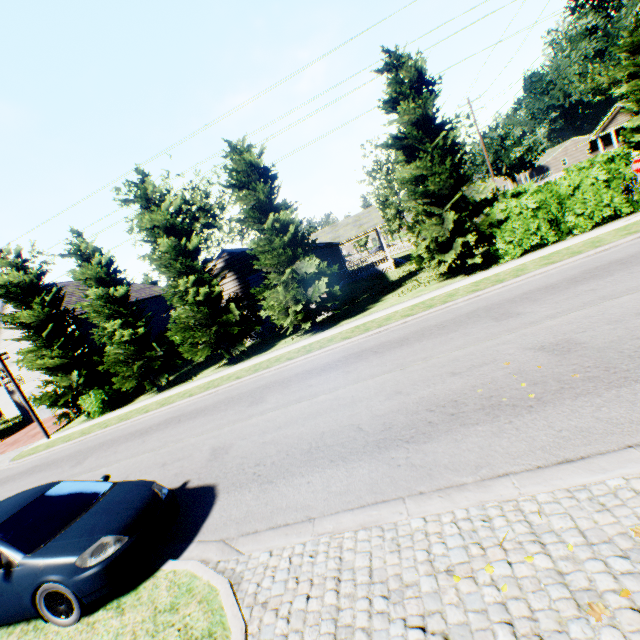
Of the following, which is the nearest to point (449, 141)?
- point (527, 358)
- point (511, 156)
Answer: point (527, 358)

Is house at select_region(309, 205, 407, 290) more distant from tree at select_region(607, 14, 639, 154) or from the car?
tree at select_region(607, 14, 639, 154)

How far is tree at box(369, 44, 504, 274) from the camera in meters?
14.1 m

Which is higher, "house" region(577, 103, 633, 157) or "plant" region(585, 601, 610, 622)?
"house" region(577, 103, 633, 157)

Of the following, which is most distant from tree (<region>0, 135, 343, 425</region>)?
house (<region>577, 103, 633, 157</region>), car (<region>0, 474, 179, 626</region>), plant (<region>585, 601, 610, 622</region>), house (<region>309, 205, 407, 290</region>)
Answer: house (<region>577, 103, 633, 157</region>)

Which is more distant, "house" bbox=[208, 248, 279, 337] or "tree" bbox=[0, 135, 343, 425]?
"house" bbox=[208, 248, 279, 337]

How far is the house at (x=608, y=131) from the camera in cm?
3697

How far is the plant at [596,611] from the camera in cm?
242
